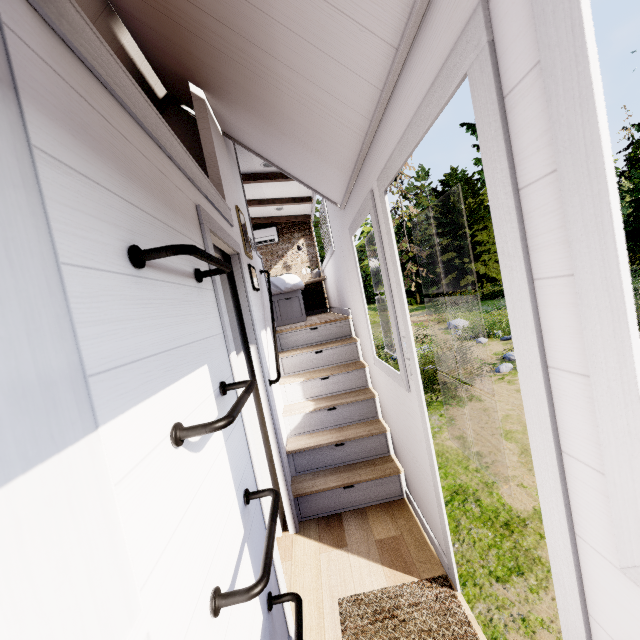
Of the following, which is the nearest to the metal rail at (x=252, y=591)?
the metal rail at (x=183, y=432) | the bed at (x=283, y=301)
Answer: the metal rail at (x=183, y=432)

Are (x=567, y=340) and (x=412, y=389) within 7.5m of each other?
yes

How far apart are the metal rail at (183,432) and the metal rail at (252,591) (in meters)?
0.47

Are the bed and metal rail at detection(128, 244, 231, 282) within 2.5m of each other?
no

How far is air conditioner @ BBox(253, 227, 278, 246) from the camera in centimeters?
710cm

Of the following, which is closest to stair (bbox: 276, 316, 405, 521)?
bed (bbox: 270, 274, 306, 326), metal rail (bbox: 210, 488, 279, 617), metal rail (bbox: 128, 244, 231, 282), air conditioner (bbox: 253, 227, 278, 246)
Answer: bed (bbox: 270, 274, 306, 326)

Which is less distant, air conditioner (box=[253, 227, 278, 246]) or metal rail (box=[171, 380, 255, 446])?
metal rail (box=[171, 380, 255, 446])

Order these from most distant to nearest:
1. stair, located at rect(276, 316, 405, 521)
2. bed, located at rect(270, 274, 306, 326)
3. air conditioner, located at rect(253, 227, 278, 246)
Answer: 1. air conditioner, located at rect(253, 227, 278, 246)
2. bed, located at rect(270, 274, 306, 326)
3. stair, located at rect(276, 316, 405, 521)
